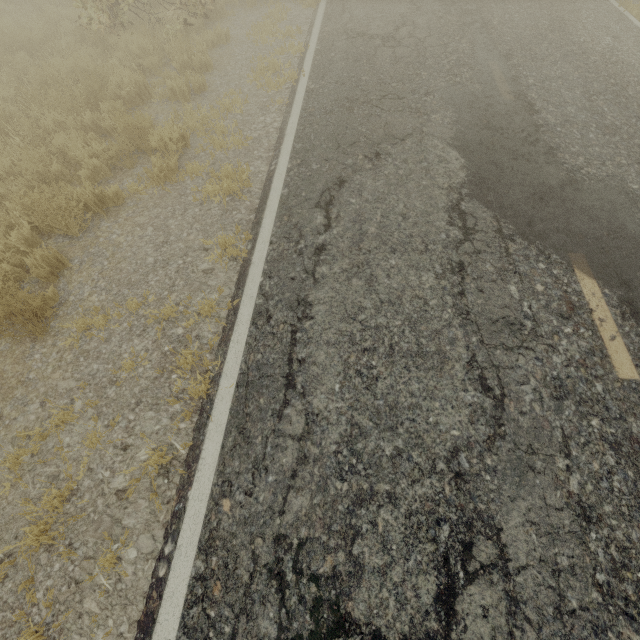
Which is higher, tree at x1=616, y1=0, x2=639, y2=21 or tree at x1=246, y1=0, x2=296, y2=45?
tree at x1=616, y1=0, x2=639, y2=21

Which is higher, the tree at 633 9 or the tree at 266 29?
the tree at 633 9

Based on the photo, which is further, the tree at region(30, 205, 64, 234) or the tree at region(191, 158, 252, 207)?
the tree at region(191, 158, 252, 207)

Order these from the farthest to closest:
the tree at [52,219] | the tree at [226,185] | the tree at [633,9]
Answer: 1. the tree at [633,9]
2. the tree at [226,185]
3. the tree at [52,219]

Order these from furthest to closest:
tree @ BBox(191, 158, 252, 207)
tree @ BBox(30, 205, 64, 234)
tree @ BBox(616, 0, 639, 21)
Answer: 1. tree @ BBox(616, 0, 639, 21)
2. tree @ BBox(191, 158, 252, 207)
3. tree @ BBox(30, 205, 64, 234)

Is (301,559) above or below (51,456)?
above

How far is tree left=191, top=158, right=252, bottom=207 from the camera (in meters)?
4.71
